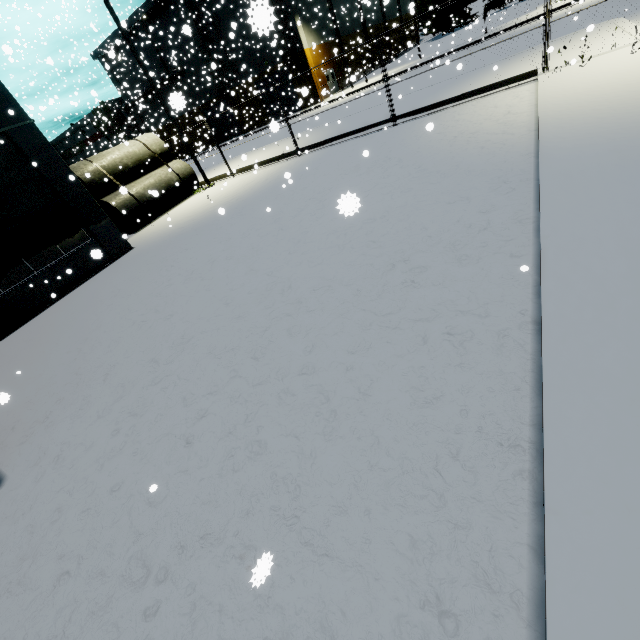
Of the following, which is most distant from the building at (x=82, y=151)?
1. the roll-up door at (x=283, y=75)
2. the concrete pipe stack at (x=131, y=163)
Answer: the concrete pipe stack at (x=131, y=163)

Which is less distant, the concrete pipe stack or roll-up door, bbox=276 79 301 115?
the concrete pipe stack

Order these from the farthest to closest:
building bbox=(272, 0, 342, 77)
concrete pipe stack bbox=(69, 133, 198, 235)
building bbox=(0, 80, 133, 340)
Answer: building bbox=(272, 0, 342, 77) < concrete pipe stack bbox=(69, 133, 198, 235) < building bbox=(0, 80, 133, 340)

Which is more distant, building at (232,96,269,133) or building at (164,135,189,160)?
building at (164,135,189,160)

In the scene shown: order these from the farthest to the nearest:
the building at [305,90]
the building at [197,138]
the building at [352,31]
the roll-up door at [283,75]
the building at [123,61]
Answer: the building at [352,31] < the roll-up door at [283,75] < the building at [197,138] < the building at [123,61] < the building at [305,90]

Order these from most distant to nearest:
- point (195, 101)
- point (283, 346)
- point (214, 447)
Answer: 1. point (195, 101)
2. point (283, 346)
3. point (214, 447)

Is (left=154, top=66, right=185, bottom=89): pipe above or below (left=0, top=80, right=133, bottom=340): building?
above
